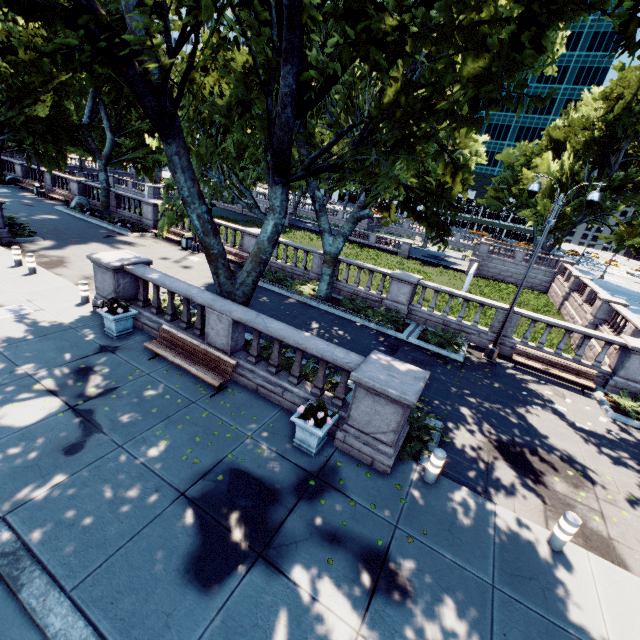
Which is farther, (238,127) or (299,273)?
(299,273)

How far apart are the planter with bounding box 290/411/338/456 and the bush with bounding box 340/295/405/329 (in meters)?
8.03

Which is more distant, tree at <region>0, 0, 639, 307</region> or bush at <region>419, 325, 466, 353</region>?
bush at <region>419, 325, 466, 353</region>

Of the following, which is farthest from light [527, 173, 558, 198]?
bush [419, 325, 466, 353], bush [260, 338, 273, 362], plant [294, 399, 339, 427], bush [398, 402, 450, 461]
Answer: plant [294, 399, 339, 427]

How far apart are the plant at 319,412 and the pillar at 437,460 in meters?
2.5

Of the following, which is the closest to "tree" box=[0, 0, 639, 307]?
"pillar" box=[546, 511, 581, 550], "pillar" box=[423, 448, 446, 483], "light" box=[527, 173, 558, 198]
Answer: "light" box=[527, 173, 558, 198]

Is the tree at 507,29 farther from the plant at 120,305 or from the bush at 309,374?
the plant at 120,305

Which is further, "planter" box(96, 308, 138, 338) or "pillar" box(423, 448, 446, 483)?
"planter" box(96, 308, 138, 338)
